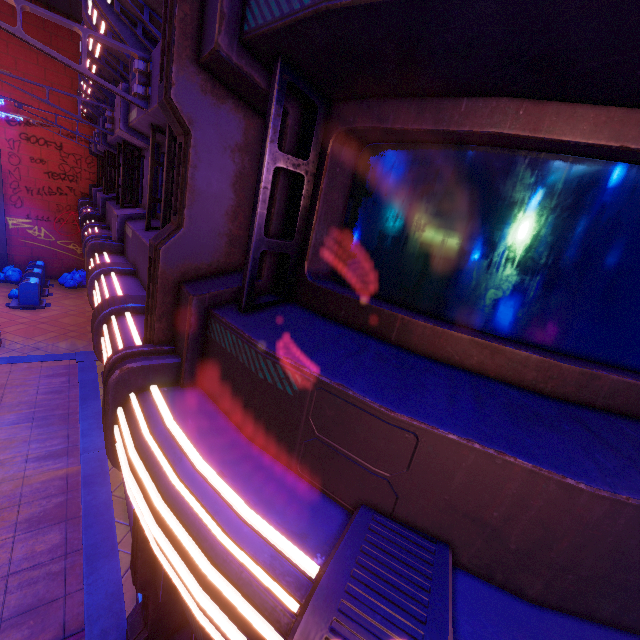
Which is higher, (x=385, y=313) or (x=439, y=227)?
(x=439, y=227)

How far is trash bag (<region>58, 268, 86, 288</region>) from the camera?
17.12m

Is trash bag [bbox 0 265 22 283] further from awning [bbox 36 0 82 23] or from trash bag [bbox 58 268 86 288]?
awning [bbox 36 0 82 23]

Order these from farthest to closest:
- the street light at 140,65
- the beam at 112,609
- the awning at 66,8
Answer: the awning at 66,8 → the beam at 112,609 → the street light at 140,65

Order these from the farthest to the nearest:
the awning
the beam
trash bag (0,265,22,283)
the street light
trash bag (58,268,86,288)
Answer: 1. trash bag (58,268,86,288)
2. trash bag (0,265,22,283)
3. the awning
4. the beam
5. the street light

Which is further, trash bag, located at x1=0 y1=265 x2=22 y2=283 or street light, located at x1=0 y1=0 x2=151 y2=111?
trash bag, located at x1=0 y1=265 x2=22 y2=283

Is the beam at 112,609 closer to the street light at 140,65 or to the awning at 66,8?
the street light at 140,65

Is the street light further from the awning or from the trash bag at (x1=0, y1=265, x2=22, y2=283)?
the trash bag at (x1=0, y1=265, x2=22, y2=283)
